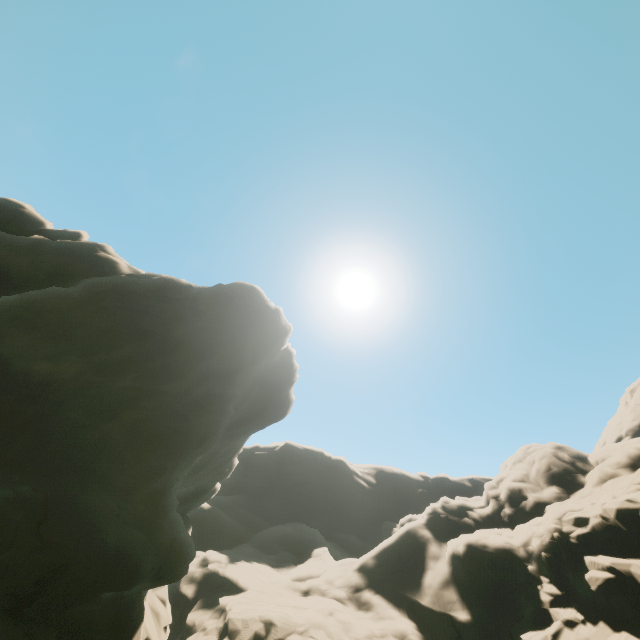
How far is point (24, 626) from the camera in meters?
9.2 m
